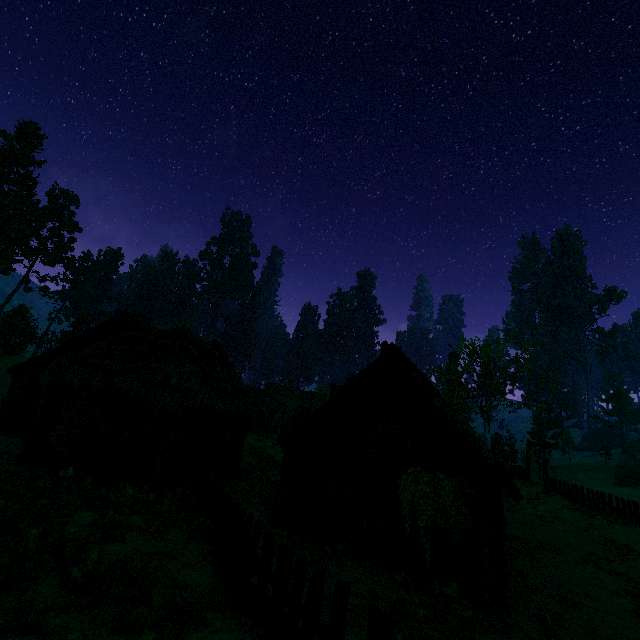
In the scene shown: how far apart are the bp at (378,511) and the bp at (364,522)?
0.2m

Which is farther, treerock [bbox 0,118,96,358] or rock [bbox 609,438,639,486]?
rock [bbox 609,438,639,486]

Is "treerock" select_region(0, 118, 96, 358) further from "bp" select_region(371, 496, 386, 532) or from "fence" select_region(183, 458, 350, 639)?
"bp" select_region(371, 496, 386, 532)

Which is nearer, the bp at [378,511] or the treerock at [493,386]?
the bp at [378,511]

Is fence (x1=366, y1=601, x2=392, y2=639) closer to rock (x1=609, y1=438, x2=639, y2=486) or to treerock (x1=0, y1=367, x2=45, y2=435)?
treerock (x1=0, y1=367, x2=45, y2=435)

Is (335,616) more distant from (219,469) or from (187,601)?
(219,469)

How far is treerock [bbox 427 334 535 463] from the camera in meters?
36.3

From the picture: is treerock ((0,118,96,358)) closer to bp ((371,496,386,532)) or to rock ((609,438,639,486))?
rock ((609,438,639,486))
